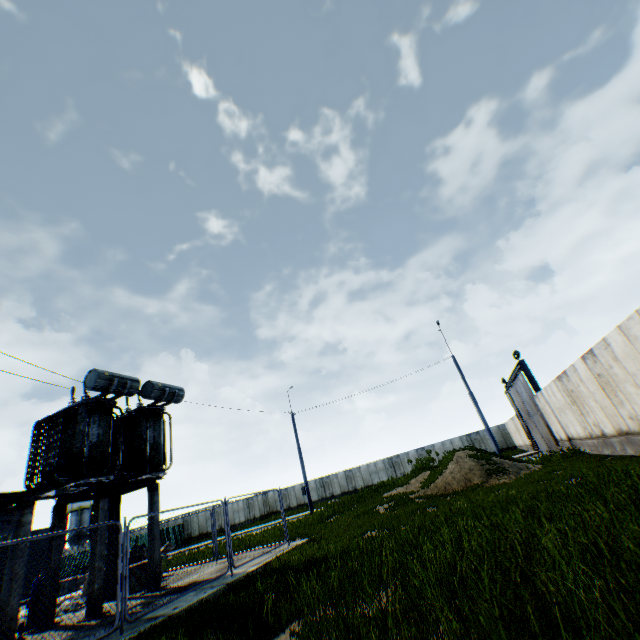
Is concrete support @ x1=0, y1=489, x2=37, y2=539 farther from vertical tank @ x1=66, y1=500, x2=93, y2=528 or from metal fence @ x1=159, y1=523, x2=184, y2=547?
vertical tank @ x1=66, y1=500, x2=93, y2=528

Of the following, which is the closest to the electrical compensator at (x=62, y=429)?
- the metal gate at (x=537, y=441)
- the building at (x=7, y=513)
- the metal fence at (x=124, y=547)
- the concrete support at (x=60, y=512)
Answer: the concrete support at (x=60, y=512)

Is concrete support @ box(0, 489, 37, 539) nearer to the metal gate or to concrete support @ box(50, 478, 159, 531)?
concrete support @ box(50, 478, 159, 531)

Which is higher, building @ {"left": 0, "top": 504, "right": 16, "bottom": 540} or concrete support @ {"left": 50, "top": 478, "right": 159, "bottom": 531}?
building @ {"left": 0, "top": 504, "right": 16, "bottom": 540}

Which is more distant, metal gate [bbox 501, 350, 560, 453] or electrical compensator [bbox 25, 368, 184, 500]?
metal gate [bbox 501, 350, 560, 453]

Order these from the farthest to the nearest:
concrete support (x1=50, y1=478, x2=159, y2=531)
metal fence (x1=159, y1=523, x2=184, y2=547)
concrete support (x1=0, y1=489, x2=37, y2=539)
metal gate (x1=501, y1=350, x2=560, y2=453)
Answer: metal fence (x1=159, y1=523, x2=184, y2=547) < metal gate (x1=501, y1=350, x2=560, y2=453) < concrete support (x1=50, y1=478, x2=159, y2=531) < concrete support (x1=0, y1=489, x2=37, y2=539)

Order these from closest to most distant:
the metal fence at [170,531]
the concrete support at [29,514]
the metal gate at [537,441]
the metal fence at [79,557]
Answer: the metal fence at [79,557] → the concrete support at [29,514] → the metal gate at [537,441] → the metal fence at [170,531]

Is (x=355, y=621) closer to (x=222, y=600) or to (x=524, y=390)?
(x=222, y=600)
